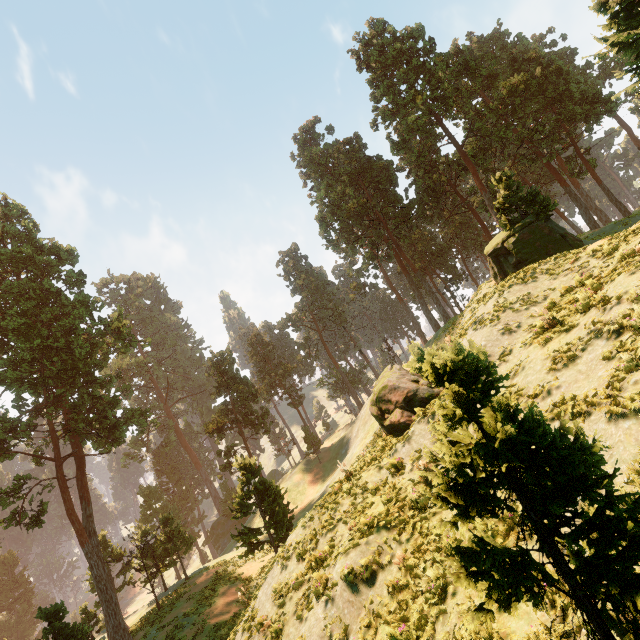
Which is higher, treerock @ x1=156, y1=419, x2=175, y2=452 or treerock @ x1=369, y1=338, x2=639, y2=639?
treerock @ x1=156, y1=419, x2=175, y2=452

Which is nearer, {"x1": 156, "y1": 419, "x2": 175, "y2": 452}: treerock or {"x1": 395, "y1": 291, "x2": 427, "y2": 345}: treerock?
Result: {"x1": 156, "y1": 419, "x2": 175, "y2": 452}: treerock

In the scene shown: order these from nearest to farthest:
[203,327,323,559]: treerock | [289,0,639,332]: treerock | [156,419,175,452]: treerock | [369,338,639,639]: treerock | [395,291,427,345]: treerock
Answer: [369,338,639,639]: treerock
[289,0,639,332]: treerock
[203,327,323,559]: treerock
[156,419,175,452]: treerock
[395,291,427,345]: treerock

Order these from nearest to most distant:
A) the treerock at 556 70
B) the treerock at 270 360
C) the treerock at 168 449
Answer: the treerock at 556 70
the treerock at 270 360
the treerock at 168 449

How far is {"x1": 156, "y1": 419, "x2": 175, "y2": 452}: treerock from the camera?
57.0m

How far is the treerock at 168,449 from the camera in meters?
57.0

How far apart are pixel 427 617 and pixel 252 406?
40.12m
